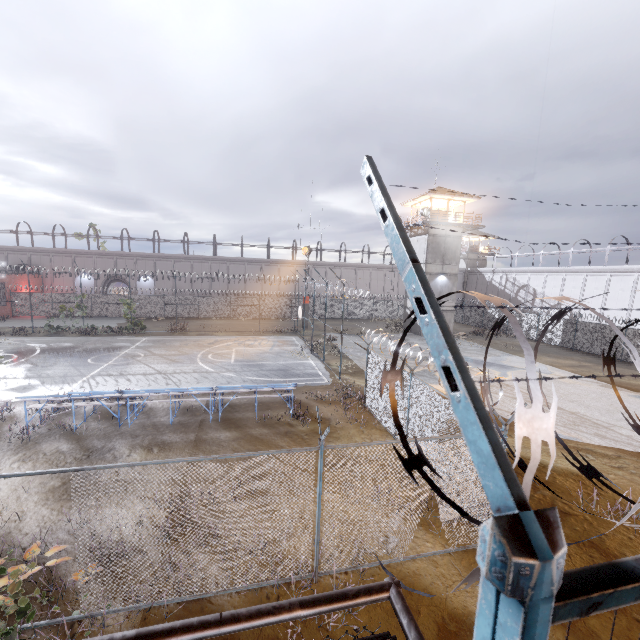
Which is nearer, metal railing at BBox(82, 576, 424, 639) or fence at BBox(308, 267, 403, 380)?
metal railing at BBox(82, 576, 424, 639)

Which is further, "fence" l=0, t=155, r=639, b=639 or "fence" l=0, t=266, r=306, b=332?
"fence" l=0, t=266, r=306, b=332

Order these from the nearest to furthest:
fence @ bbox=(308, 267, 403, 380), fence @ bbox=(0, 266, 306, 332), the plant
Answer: the plant → fence @ bbox=(308, 267, 403, 380) → fence @ bbox=(0, 266, 306, 332)

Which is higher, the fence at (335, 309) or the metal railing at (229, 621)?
the metal railing at (229, 621)

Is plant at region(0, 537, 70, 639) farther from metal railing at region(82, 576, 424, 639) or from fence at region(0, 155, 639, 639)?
metal railing at region(82, 576, 424, 639)

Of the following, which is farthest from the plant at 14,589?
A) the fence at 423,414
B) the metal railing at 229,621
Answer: the metal railing at 229,621

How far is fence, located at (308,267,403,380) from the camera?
18.6 meters

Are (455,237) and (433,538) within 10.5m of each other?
no
